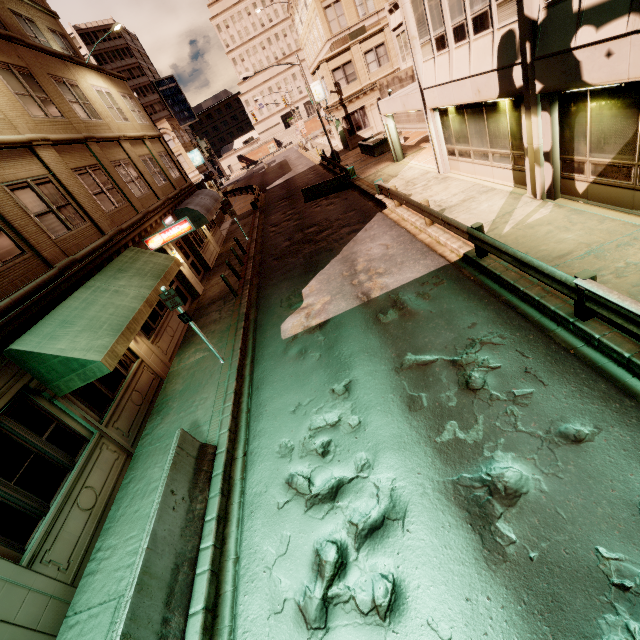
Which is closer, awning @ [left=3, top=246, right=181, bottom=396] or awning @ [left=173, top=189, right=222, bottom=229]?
awning @ [left=3, top=246, right=181, bottom=396]

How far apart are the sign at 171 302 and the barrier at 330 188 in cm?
1643

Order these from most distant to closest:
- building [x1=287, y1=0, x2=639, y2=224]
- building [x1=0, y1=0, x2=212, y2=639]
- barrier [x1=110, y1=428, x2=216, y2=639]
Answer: building [x1=287, y1=0, x2=639, y2=224]
building [x1=0, y1=0, x2=212, y2=639]
barrier [x1=110, y1=428, x2=216, y2=639]

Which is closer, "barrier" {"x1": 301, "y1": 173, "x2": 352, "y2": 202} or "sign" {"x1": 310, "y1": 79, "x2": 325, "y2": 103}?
"barrier" {"x1": 301, "y1": 173, "x2": 352, "y2": 202}

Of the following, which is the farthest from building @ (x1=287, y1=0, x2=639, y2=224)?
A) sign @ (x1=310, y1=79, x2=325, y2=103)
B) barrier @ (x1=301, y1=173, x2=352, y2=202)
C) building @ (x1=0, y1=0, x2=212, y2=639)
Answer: building @ (x1=0, y1=0, x2=212, y2=639)

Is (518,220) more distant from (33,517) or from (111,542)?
(33,517)

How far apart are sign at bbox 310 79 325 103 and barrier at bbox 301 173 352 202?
16.36m

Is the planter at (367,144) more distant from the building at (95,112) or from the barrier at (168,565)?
the barrier at (168,565)
